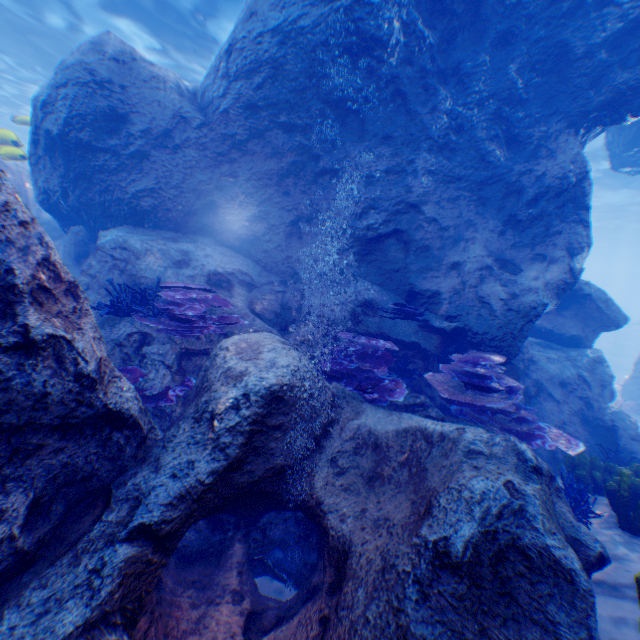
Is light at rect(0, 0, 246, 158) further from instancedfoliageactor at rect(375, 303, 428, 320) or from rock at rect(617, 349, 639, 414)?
instancedfoliageactor at rect(375, 303, 428, 320)

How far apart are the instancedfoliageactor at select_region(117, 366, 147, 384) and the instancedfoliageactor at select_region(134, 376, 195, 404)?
0.1m

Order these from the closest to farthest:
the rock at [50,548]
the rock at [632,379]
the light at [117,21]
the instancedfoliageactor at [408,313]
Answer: the rock at [50,548]
the instancedfoliageactor at [408,313]
the light at [117,21]
the rock at [632,379]

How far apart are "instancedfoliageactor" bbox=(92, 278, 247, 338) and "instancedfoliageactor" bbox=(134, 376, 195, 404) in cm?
60

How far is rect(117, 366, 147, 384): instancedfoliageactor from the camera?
4.1m

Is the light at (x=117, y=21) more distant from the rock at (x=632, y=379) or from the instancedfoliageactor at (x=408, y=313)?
the instancedfoliageactor at (x=408, y=313)

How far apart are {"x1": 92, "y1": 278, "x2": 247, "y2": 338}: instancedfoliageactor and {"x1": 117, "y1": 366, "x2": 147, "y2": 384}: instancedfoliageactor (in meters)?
0.65

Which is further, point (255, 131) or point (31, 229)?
point (255, 131)
